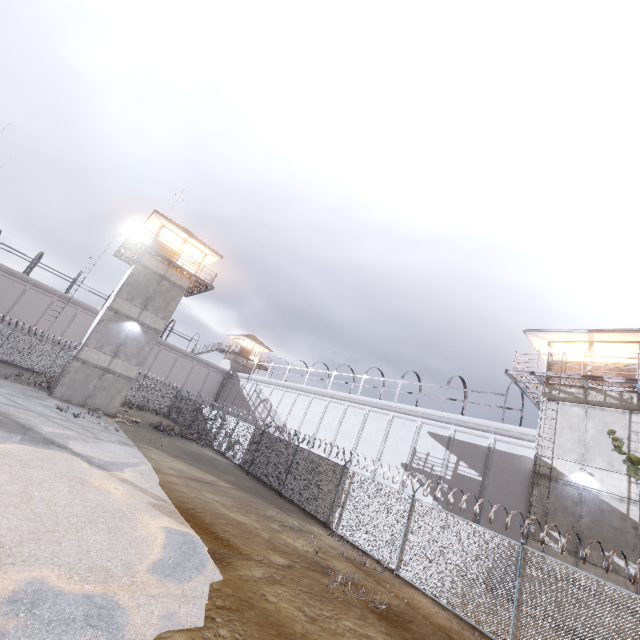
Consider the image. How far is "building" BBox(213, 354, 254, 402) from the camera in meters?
47.6

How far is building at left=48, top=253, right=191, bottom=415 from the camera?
22.03m

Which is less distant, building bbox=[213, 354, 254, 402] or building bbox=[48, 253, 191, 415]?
building bbox=[48, 253, 191, 415]

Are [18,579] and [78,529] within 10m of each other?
yes

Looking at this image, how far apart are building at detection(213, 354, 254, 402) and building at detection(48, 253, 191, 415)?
23.62m

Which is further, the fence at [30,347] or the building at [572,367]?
the fence at [30,347]

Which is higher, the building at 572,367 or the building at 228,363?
the building at 572,367

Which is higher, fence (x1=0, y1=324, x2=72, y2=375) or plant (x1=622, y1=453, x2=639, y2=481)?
plant (x1=622, y1=453, x2=639, y2=481)
